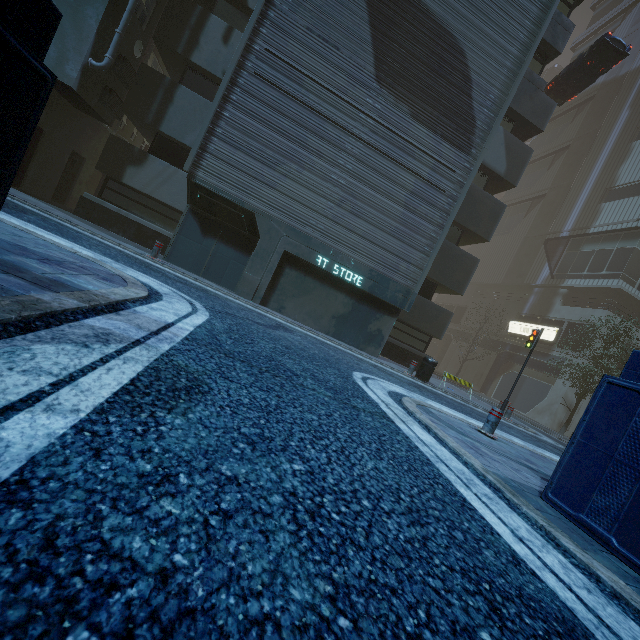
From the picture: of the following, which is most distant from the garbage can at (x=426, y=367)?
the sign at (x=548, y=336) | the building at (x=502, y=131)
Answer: the sign at (x=548, y=336)

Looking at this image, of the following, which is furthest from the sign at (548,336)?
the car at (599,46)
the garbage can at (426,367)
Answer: the garbage can at (426,367)

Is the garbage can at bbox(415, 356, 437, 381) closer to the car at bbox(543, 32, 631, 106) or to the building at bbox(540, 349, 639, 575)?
the building at bbox(540, 349, 639, 575)

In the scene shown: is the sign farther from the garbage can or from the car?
the garbage can

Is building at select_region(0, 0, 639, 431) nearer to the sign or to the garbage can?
the sign

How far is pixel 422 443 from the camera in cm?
374

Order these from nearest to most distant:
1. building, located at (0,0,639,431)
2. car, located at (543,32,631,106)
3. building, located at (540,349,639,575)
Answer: building, located at (540,349,639,575) → building, located at (0,0,639,431) → car, located at (543,32,631,106)
